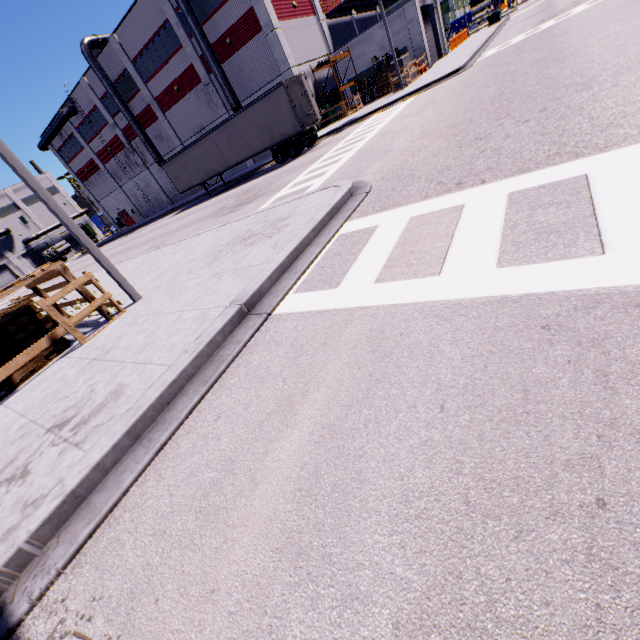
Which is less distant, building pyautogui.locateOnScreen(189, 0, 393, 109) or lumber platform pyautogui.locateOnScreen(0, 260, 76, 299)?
lumber platform pyautogui.locateOnScreen(0, 260, 76, 299)

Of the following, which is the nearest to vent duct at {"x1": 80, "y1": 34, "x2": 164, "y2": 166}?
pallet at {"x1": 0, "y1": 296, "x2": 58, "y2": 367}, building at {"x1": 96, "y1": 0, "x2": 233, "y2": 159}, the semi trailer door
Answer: building at {"x1": 96, "y1": 0, "x2": 233, "y2": 159}

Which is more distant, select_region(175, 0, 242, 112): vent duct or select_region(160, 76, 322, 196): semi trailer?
select_region(175, 0, 242, 112): vent duct

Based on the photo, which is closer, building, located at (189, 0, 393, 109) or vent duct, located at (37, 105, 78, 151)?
building, located at (189, 0, 393, 109)

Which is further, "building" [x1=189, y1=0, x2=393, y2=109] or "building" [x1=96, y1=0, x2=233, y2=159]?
"building" [x1=96, y1=0, x2=233, y2=159]

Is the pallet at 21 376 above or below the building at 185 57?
below

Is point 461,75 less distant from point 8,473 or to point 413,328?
point 413,328

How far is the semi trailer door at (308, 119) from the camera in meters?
19.2 m
